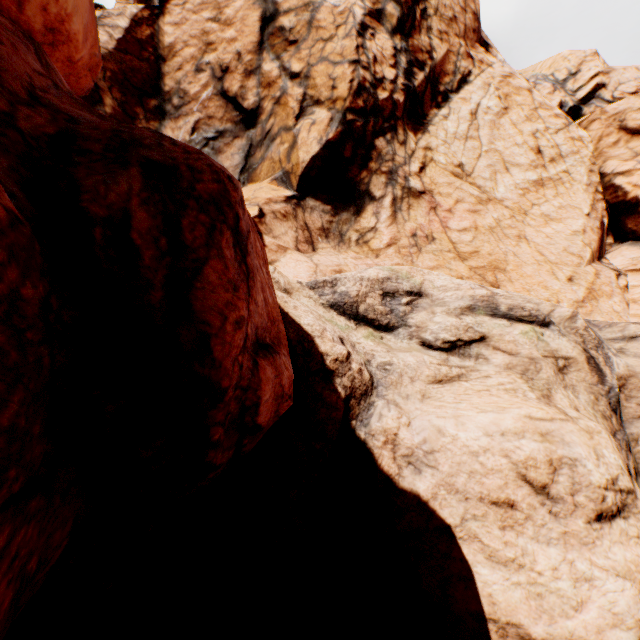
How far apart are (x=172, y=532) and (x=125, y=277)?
4.4 meters
